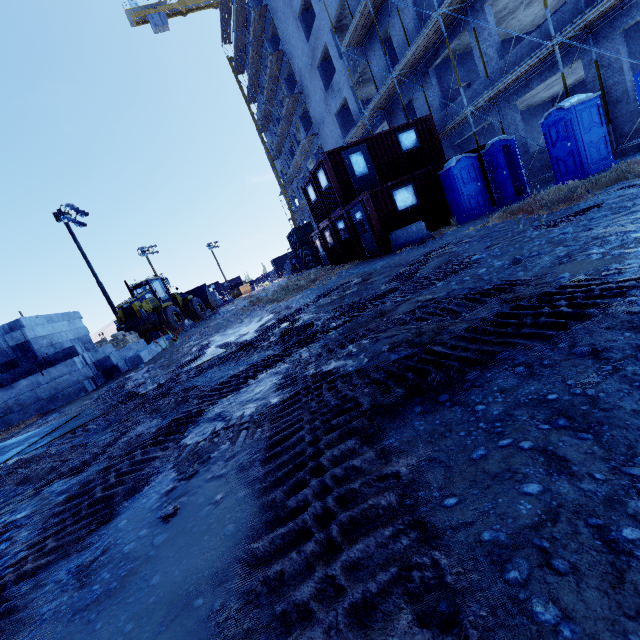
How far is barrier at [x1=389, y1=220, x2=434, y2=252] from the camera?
11.1 meters

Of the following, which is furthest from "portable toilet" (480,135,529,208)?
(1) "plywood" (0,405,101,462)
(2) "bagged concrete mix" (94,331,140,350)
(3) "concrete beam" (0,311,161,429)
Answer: (2) "bagged concrete mix" (94,331,140,350)

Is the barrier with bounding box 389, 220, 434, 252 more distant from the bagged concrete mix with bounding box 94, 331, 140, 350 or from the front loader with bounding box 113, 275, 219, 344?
the front loader with bounding box 113, 275, 219, 344

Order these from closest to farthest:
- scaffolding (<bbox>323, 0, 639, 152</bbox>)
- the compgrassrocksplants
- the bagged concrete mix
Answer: scaffolding (<bbox>323, 0, 639, 152</bbox>) < the compgrassrocksplants < the bagged concrete mix

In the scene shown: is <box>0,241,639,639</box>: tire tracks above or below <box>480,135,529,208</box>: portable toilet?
below

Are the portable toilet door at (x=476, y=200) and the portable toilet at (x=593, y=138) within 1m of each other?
no

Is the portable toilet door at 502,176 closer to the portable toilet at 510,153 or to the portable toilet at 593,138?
the portable toilet at 510,153

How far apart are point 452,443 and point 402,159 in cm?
1650
